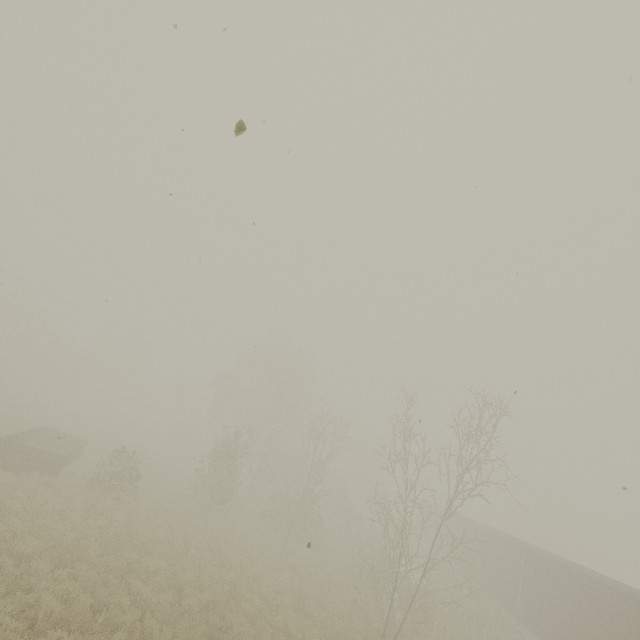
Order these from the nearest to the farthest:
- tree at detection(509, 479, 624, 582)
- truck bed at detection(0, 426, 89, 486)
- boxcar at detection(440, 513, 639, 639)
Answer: boxcar at detection(440, 513, 639, 639)
truck bed at detection(0, 426, 89, 486)
tree at detection(509, 479, 624, 582)

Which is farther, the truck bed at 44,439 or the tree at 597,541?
the tree at 597,541

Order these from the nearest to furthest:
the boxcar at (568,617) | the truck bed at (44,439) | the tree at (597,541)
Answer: the boxcar at (568,617), the truck bed at (44,439), the tree at (597,541)

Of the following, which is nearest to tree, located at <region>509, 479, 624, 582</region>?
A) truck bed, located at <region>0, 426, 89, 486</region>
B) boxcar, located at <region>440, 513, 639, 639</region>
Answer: boxcar, located at <region>440, 513, 639, 639</region>

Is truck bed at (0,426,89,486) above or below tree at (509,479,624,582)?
below

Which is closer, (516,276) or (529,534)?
(516,276)
